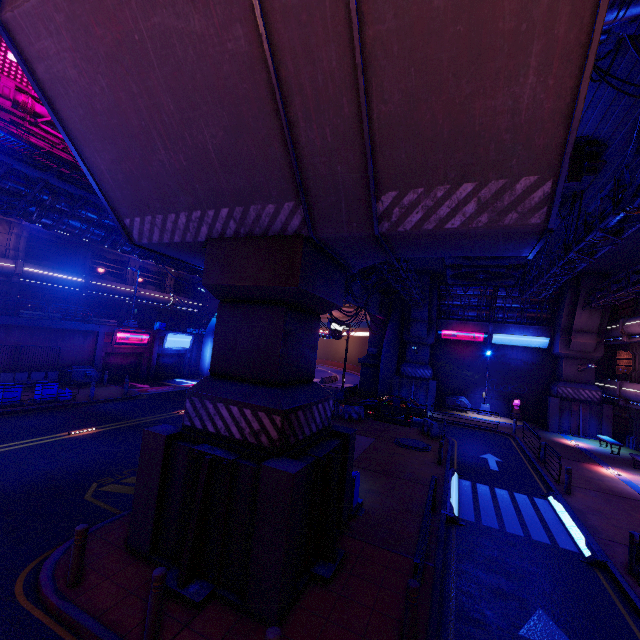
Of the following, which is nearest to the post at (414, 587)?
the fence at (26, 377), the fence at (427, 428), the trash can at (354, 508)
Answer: the trash can at (354, 508)

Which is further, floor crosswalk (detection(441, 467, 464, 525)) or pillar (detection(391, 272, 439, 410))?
pillar (detection(391, 272, 439, 410))

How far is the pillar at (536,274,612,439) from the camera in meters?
24.8

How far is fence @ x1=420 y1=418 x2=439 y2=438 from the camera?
20.0 meters

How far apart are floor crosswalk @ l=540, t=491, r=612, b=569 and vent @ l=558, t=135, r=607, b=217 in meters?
11.3 m

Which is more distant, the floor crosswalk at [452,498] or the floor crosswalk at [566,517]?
the floor crosswalk at [452,498]

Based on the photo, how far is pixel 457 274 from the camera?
26.00m

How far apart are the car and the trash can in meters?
14.0 m
